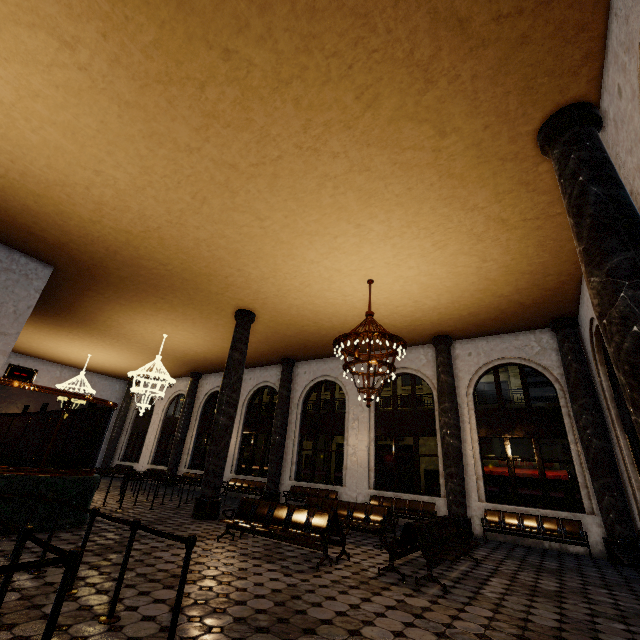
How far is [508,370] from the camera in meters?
26.9
